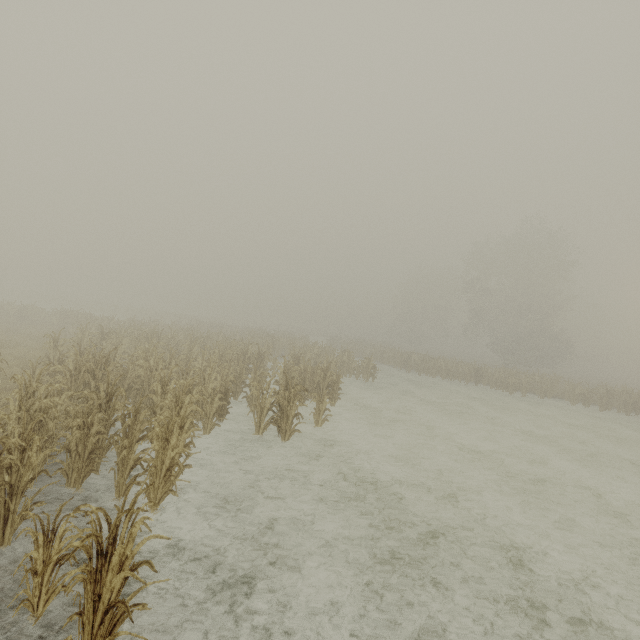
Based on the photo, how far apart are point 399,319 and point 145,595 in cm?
5750
